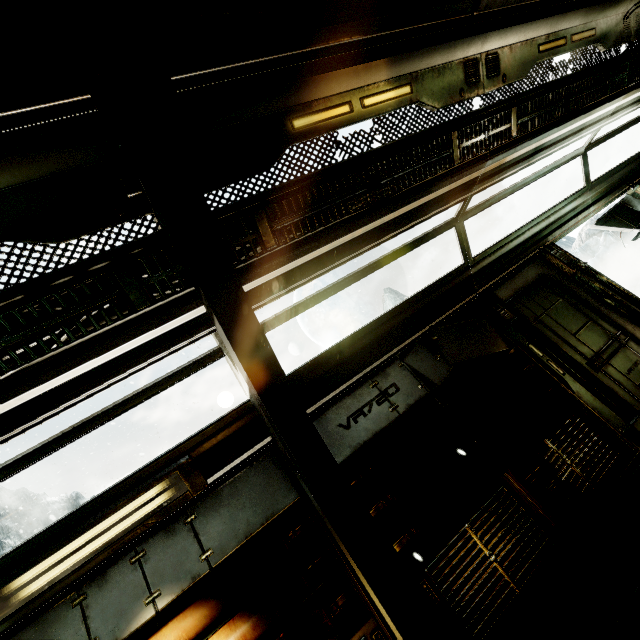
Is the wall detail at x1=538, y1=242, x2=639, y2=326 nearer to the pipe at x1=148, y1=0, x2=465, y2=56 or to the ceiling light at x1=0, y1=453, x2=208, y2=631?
the pipe at x1=148, y1=0, x2=465, y2=56

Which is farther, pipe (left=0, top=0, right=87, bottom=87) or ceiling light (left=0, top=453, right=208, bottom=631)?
ceiling light (left=0, top=453, right=208, bottom=631)

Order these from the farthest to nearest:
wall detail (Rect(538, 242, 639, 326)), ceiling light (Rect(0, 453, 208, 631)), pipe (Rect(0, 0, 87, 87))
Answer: wall detail (Rect(538, 242, 639, 326)) → ceiling light (Rect(0, 453, 208, 631)) → pipe (Rect(0, 0, 87, 87))

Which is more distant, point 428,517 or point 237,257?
point 428,517

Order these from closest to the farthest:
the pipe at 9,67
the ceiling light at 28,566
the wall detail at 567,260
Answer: the pipe at 9,67 → the ceiling light at 28,566 → the wall detail at 567,260

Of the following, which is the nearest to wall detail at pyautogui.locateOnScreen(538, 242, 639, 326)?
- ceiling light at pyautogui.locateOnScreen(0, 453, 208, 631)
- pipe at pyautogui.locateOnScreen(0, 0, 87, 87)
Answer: pipe at pyautogui.locateOnScreen(0, 0, 87, 87)

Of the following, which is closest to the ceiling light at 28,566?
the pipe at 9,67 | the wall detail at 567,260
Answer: the pipe at 9,67
